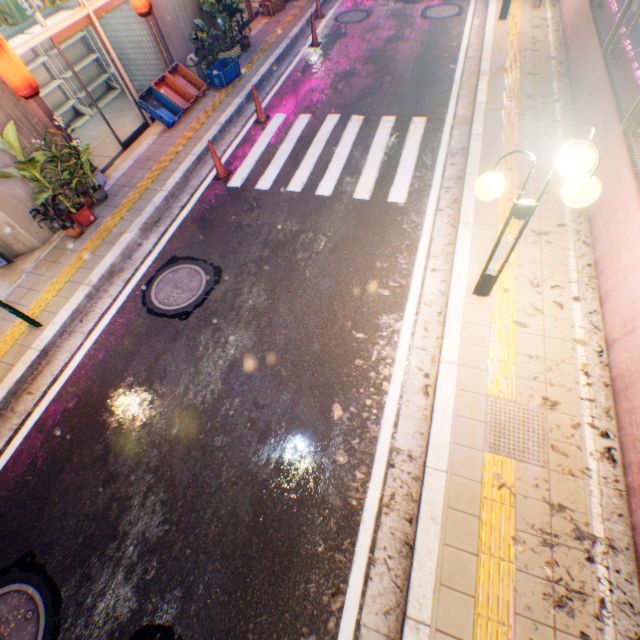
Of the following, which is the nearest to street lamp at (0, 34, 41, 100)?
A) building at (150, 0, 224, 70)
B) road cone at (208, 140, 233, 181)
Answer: building at (150, 0, 224, 70)

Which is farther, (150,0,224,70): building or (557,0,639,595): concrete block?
(150,0,224,70): building

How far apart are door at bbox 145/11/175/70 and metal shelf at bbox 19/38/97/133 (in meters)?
2.28

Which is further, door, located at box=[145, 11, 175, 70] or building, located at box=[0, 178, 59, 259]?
door, located at box=[145, 11, 175, 70]

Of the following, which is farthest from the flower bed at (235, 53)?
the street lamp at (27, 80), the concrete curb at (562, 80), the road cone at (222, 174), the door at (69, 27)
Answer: the concrete curb at (562, 80)

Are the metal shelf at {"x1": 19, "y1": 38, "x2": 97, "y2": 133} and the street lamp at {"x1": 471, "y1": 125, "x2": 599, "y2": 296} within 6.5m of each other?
no

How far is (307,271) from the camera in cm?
579

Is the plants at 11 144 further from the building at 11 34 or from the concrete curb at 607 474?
the concrete curb at 607 474
